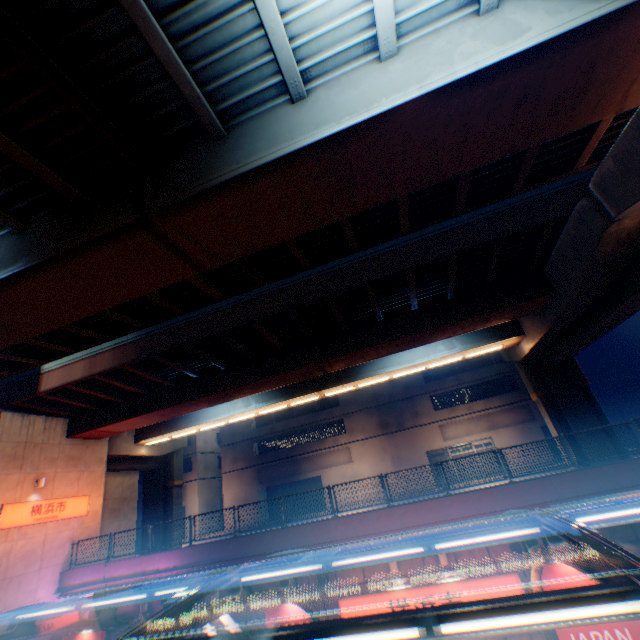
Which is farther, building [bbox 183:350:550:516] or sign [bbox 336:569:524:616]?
building [bbox 183:350:550:516]

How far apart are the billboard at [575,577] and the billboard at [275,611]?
7.6m

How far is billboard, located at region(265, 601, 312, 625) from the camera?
12.82m

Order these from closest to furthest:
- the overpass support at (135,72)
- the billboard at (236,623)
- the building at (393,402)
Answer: the overpass support at (135,72)
the billboard at (236,623)
the building at (393,402)

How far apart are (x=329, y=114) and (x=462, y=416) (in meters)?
32.95

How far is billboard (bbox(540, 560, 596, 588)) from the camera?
10.9 meters

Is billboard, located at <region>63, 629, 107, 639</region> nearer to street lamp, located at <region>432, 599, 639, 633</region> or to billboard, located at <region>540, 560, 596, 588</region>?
billboard, located at <region>540, 560, 596, 588</region>

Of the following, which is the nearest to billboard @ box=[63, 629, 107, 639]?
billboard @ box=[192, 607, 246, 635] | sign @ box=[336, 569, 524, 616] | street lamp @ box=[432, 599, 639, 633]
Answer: billboard @ box=[192, 607, 246, 635]
